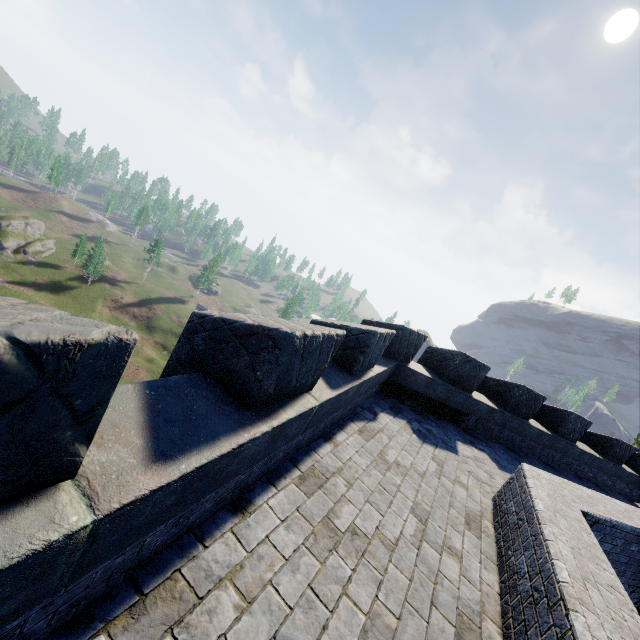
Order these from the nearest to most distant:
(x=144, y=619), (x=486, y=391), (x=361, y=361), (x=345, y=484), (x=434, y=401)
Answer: (x=144, y=619)
(x=345, y=484)
(x=361, y=361)
(x=434, y=401)
(x=486, y=391)
